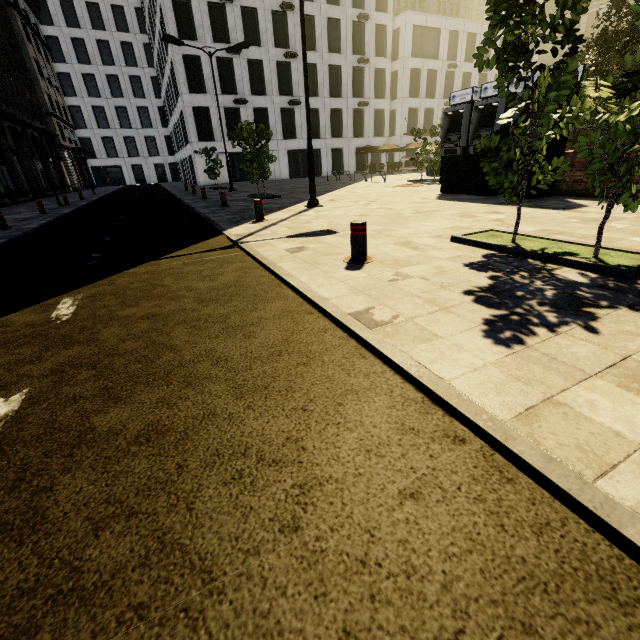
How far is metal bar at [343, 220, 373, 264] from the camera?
4.4m

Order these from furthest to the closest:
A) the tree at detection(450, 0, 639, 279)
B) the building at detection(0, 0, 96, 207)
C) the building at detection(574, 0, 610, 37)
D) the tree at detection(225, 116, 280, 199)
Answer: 1. the building at detection(574, 0, 610, 37)
2. the building at detection(0, 0, 96, 207)
3. the tree at detection(225, 116, 280, 199)
4. the tree at detection(450, 0, 639, 279)

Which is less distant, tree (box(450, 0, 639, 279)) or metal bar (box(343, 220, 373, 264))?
tree (box(450, 0, 639, 279))

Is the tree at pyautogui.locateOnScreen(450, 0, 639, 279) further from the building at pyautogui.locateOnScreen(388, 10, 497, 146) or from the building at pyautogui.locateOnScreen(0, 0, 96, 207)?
the building at pyautogui.locateOnScreen(388, 10, 497, 146)

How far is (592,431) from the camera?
1.6m

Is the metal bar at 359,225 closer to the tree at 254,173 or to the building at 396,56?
the tree at 254,173

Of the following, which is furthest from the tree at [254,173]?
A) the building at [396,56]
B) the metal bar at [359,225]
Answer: the building at [396,56]

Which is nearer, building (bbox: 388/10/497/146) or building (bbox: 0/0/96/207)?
building (bbox: 0/0/96/207)
